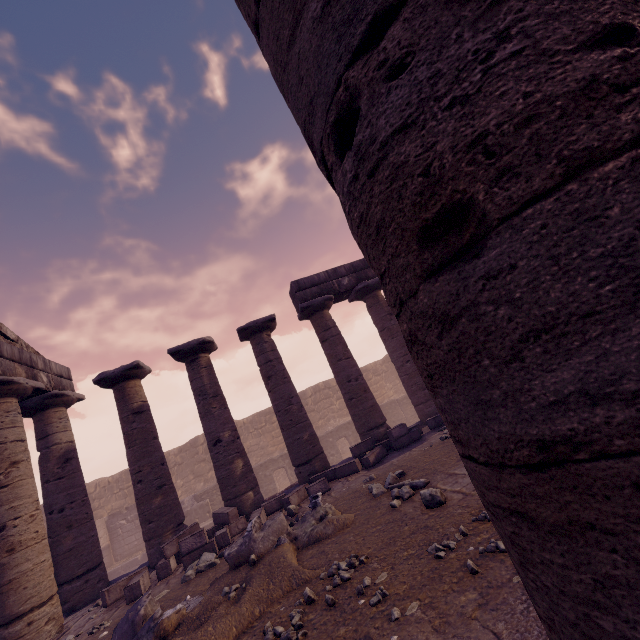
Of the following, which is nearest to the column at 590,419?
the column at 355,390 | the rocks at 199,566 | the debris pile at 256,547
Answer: the debris pile at 256,547

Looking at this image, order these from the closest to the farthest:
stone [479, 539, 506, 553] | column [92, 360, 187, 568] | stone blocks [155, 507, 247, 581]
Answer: stone [479, 539, 506, 553] < stone blocks [155, 507, 247, 581] < column [92, 360, 187, 568]

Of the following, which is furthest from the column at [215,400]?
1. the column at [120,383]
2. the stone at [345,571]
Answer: the stone at [345,571]

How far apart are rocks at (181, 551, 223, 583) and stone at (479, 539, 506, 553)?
5.4 meters

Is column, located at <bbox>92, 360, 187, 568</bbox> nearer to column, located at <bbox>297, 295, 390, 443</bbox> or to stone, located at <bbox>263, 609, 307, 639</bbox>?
column, located at <bbox>297, 295, 390, 443</bbox>

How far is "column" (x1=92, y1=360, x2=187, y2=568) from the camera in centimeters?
859cm

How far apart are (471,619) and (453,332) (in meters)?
2.53

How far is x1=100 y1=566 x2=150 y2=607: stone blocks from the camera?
6.3 meters
